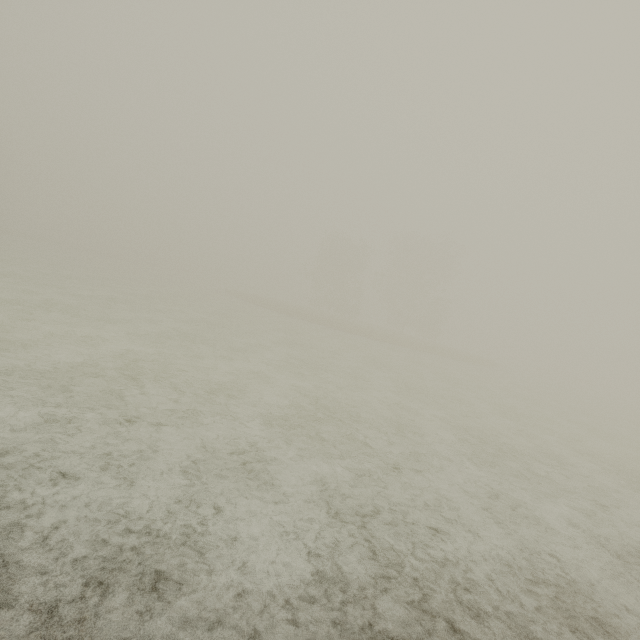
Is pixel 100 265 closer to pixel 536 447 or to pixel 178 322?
pixel 178 322
